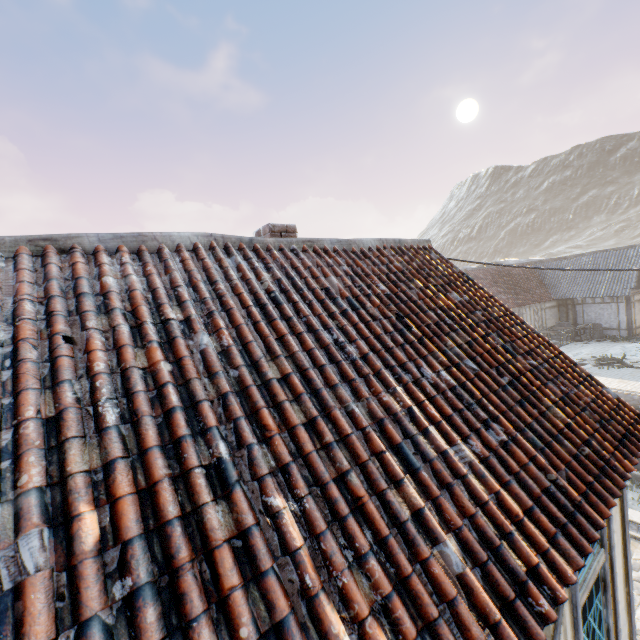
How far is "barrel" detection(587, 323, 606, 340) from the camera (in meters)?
21.46

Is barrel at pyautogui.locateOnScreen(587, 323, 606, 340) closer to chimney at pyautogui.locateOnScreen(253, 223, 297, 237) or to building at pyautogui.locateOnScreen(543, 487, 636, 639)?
building at pyautogui.locateOnScreen(543, 487, 636, 639)

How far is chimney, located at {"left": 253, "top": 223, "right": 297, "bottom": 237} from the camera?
4.8m

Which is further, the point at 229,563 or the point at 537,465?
the point at 537,465

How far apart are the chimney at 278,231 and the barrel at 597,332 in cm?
2474

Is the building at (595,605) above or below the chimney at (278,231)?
below

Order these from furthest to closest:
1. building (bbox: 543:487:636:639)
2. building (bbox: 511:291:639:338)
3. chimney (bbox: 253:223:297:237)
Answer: building (bbox: 511:291:639:338)
chimney (bbox: 253:223:297:237)
building (bbox: 543:487:636:639)

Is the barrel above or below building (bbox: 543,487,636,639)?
below
